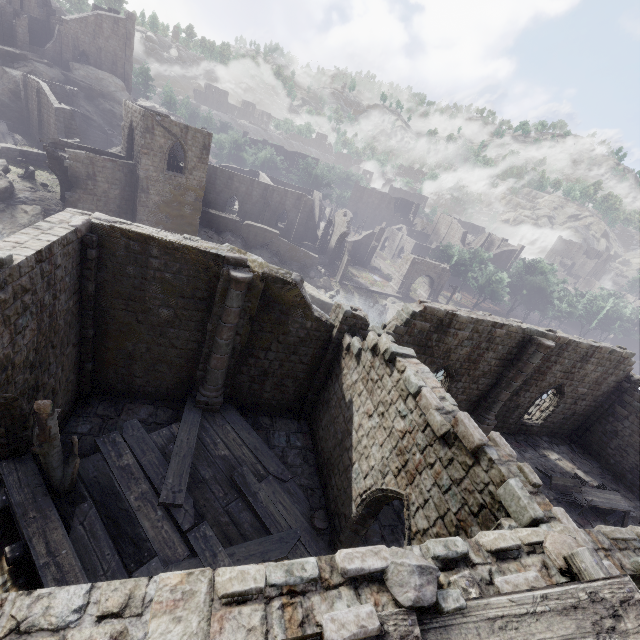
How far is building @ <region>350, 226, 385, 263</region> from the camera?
54.5 meters

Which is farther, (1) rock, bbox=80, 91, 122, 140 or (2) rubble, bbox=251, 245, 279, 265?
(1) rock, bbox=80, 91, 122, 140

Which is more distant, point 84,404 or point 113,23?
point 113,23

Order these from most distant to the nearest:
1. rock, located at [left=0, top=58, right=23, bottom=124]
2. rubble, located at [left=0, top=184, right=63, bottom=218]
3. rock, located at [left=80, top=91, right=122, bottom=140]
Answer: rock, located at [left=80, top=91, right=122, bottom=140] < rock, located at [left=0, top=58, right=23, bottom=124] < rubble, located at [left=0, top=184, right=63, bottom=218]

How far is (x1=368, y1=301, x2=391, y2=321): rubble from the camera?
43.2 meters

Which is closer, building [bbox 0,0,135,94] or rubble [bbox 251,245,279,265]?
rubble [bbox 251,245,279,265]

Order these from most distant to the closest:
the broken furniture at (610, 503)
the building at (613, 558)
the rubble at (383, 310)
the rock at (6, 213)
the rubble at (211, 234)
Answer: the rubble at (383, 310) → the rubble at (211, 234) → the rock at (6, 213) → the broken furniture at (610, 503) → the building at (613, 558)

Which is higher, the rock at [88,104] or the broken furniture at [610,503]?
the rock at [88,104]
